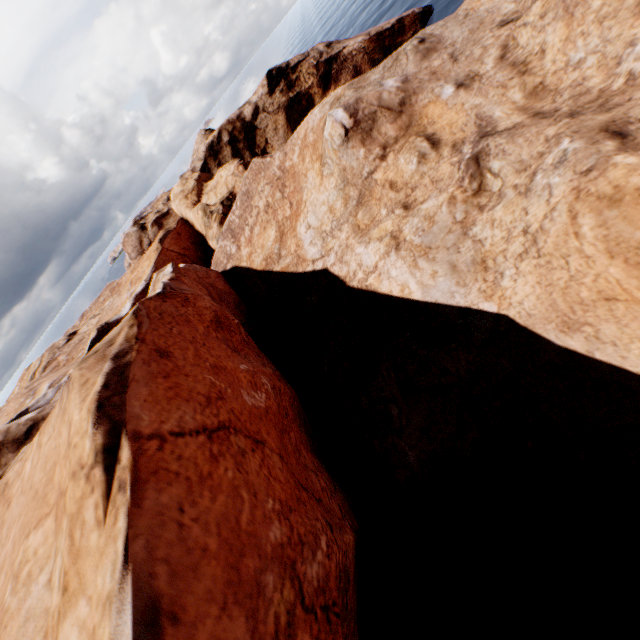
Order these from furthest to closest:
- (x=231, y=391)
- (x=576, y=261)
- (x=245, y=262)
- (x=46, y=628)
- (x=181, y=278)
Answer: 1. (x=245, y=262)
2. (x=181, y=278)
3. (x=576, y=261)
4. (x=231, y=391)
5. (x=46, y=628)
